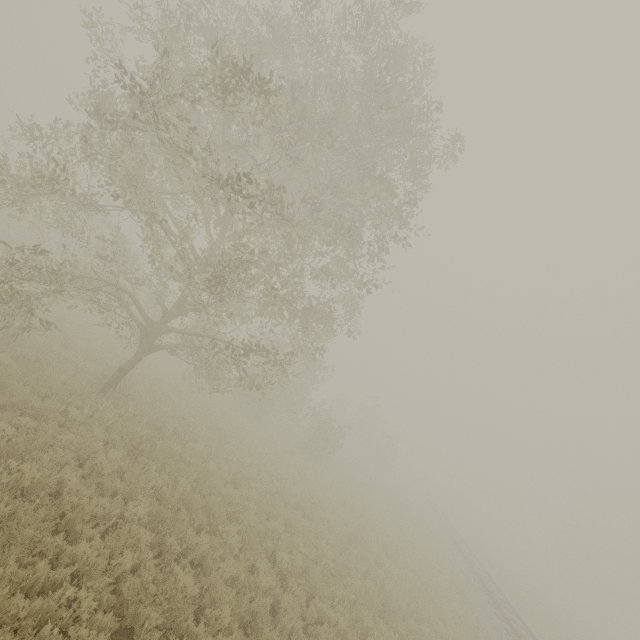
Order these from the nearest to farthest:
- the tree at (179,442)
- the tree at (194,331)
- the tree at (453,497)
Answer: the tree at (194,331), the tree at (179,442), the tree at (453,497)

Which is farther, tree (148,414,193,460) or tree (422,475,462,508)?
tree (422,475,462,508)

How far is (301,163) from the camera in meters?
13.6 m

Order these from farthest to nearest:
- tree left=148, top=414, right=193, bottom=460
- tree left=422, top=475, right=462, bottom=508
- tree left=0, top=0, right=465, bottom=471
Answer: tree left=422, top=475, right=462, bottom=508 < tree left=148, top=414, right=193, bottom=460 < tree left=0, top=0, right=465, bottom=471

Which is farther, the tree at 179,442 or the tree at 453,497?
the tree at 453,497

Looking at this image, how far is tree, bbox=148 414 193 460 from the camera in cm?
1065

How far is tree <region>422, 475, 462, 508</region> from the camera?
52.0m
